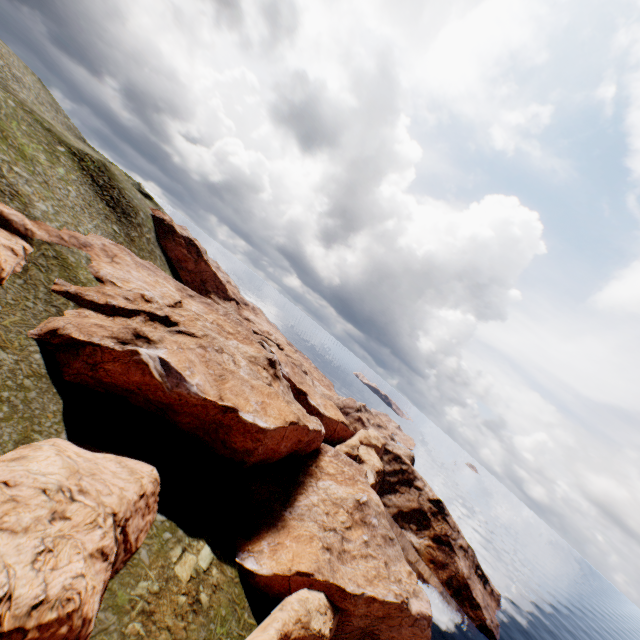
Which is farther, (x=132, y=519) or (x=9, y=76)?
(x=9, y=76)

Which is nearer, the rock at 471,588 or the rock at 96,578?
the rock at 96,578

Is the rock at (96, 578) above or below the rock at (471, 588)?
above

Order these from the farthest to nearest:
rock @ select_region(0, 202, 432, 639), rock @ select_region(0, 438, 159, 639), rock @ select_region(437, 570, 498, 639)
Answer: rock @ select_region(437, 570, 498, 639)
rock @ select_region(0, 202, 432, 639)
rock @ select_region(0, 438, 159, 639)

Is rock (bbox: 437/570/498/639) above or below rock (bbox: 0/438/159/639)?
below

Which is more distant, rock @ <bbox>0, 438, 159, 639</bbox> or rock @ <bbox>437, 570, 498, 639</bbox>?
rock @ <bbox>437, 570, 498, 639</bbox>
